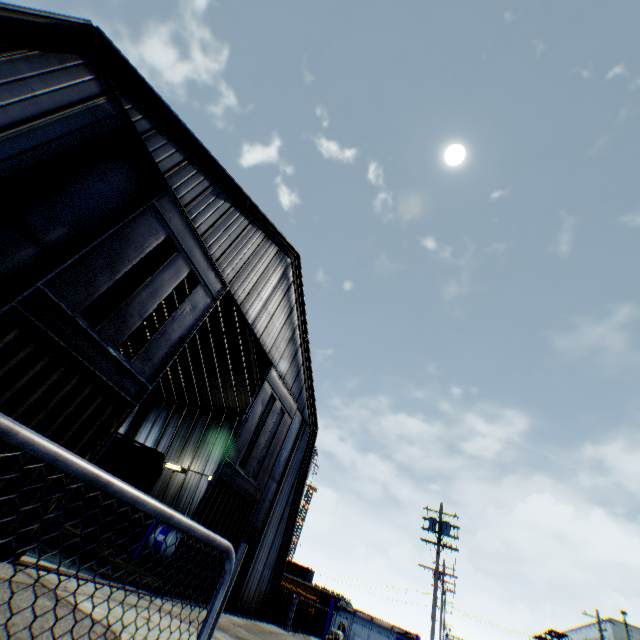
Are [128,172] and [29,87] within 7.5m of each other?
yes

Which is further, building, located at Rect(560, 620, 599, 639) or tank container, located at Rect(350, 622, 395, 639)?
building, located at Rect(560, 620, 599, 639)

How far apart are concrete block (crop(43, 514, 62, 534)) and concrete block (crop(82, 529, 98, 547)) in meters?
1.2 m

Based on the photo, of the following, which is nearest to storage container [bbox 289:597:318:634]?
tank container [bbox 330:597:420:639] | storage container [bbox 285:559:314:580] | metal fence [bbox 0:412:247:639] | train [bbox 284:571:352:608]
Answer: metal fence [bbox 0:412:247:639]

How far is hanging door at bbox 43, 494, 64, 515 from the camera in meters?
8.4

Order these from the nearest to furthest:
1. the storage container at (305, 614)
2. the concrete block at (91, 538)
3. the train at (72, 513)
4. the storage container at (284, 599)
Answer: the train at (72, 513)
the concrete block at (91, 538)
the storage container at (284, 599)
the storage container at (305, 614)

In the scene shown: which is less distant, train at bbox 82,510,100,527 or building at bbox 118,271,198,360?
train at bbox 82,510,100,527

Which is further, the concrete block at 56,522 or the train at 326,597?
the train at 326,597
